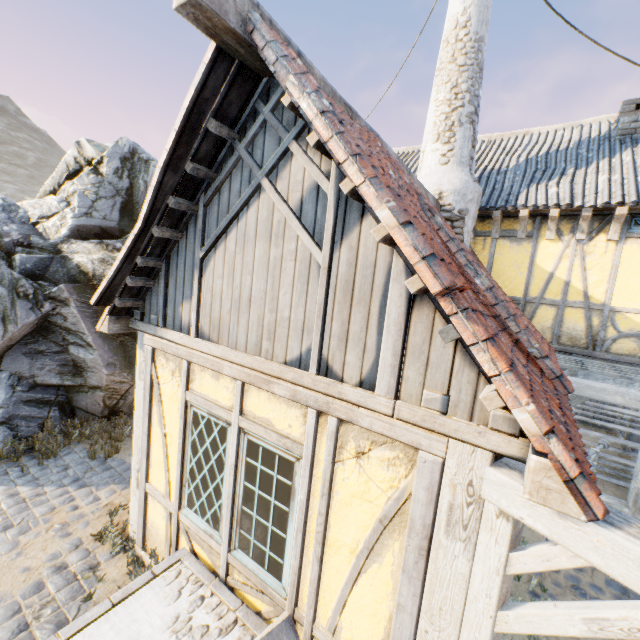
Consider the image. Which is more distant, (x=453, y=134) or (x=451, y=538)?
(x=453, y=134)

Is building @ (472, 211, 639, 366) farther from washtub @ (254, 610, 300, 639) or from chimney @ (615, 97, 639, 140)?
washtub @ (254, 610, 300, 639)

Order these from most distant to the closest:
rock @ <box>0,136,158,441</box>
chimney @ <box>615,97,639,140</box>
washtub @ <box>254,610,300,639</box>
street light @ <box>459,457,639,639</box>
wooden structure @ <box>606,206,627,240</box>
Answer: chimney @ <box>615,97,639,140</box> < rock @ <box>0,136,158,441</box> < wooden structure @ <box>606,206,627,240</box> < washtub @ <box>254,610,300,639</box> < street light @ <box>459,457,639,639</box>

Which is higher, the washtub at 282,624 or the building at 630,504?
the washtub at 282,624

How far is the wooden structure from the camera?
5.83m

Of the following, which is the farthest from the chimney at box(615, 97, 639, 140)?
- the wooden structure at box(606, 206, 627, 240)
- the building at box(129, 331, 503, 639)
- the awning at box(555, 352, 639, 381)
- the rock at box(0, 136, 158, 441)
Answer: the rock at box(0, 136, 158, 441)

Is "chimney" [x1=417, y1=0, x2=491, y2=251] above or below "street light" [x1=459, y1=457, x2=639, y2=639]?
above

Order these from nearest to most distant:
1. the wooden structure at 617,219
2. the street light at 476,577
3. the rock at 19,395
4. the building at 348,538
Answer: the street light at 476,577 → the building at 348,538 → the wooden structure at 617,219 → the rock at 19,395
